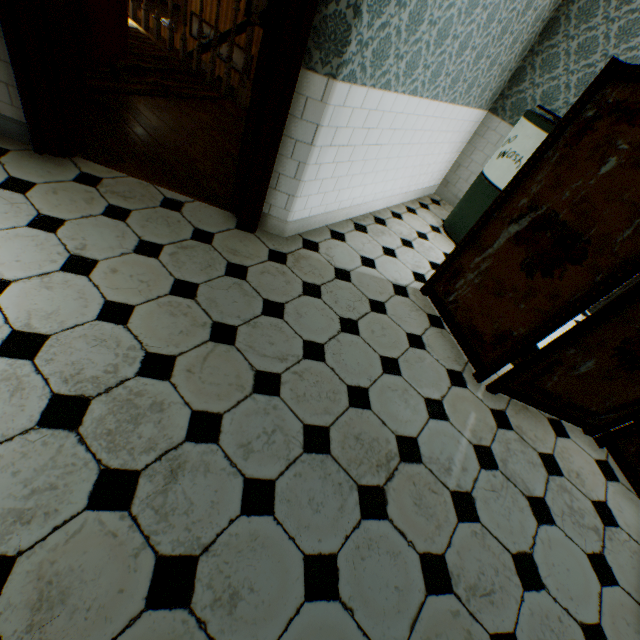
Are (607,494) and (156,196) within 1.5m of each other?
no

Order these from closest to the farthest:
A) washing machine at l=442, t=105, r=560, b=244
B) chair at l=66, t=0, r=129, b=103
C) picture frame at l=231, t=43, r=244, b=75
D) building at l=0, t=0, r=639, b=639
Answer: building at l=0, t=0, r=639, b=639, chair at l=66, t=0, r=129, b=103, washing machine at l=442, t=105, r=560, b=244, picture frame at l=231, t=43, r=244, b=75

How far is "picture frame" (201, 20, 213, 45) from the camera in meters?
6.5

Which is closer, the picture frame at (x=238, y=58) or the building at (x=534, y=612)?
the building at (x=534, y=612)

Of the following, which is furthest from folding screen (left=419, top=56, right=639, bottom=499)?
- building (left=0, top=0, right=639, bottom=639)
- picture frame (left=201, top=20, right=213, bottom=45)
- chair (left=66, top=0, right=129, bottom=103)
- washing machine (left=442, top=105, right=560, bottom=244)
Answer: picture frame (left=201, top=20, right=213, bottom=45)

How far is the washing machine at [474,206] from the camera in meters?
3.2

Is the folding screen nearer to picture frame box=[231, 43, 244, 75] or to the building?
the building

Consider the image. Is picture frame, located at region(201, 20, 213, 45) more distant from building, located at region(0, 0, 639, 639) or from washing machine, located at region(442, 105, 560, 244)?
washing machine, located at region(442, 105, 560, 244)
